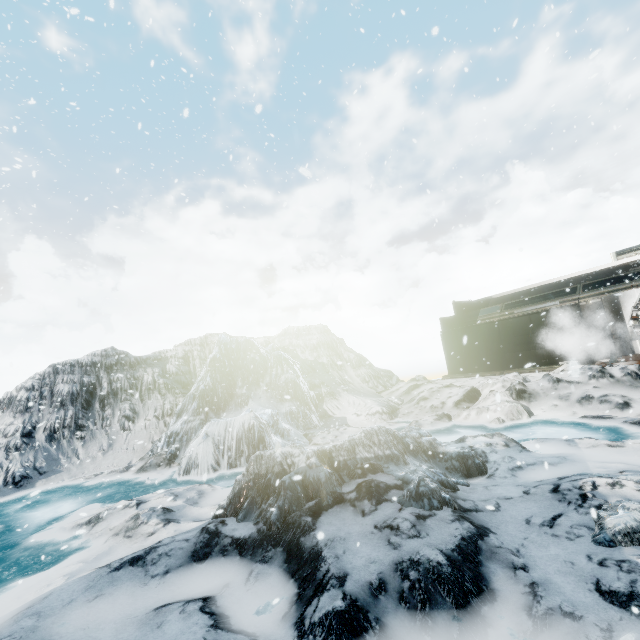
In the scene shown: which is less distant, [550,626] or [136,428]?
[550,626]
